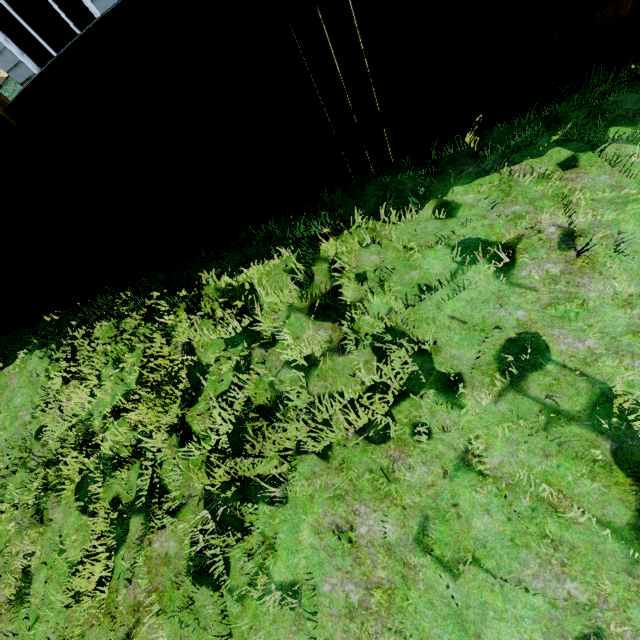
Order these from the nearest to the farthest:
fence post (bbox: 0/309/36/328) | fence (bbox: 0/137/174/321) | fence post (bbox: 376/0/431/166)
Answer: fence post (bbox: 376/0/431/166) < fence (bbox: 0/137/174/321) < fence post (bbox: 0/309/36/328)

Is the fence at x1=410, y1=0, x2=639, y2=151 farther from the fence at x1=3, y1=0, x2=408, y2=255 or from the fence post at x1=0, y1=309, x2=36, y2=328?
the fence post at x1=0, y1=309, x2=36, y2=328

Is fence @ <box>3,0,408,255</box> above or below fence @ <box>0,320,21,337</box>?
above

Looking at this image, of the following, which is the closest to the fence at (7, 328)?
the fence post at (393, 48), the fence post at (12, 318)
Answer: the fence post at (12, 318)

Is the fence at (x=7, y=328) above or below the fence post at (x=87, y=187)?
below

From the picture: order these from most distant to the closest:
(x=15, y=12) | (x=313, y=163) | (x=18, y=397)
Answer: (x=15, y=12)
(x=18, y=397)
(x=313, y=163)

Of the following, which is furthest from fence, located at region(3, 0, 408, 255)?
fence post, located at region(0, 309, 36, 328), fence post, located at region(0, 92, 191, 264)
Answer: fence post, located at region(0, 309, 36, 328)

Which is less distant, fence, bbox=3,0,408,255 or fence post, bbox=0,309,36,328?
fence, bbox=3,0,408,255
